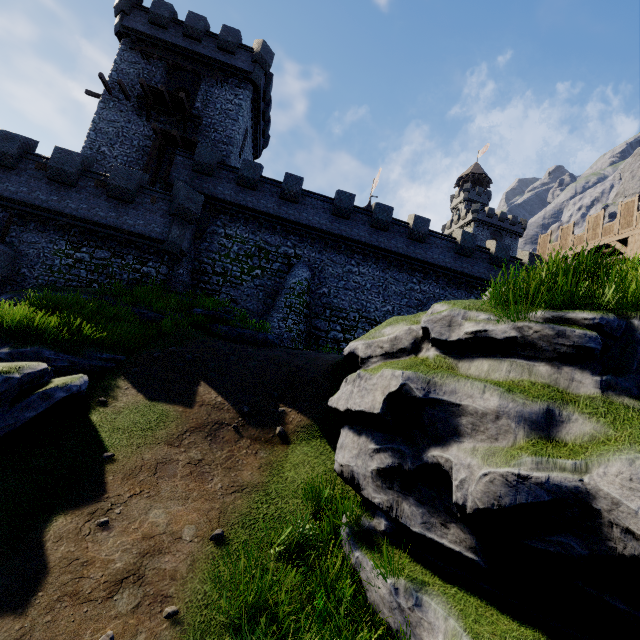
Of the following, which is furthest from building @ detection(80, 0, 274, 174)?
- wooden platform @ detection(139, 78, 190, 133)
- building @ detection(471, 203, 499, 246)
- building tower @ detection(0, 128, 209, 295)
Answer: building @ detection(471, 203, 499, 246)

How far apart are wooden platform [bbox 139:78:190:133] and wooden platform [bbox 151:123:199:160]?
1.29m

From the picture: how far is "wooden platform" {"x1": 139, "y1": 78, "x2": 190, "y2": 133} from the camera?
21.9 meters

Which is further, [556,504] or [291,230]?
[291,230]

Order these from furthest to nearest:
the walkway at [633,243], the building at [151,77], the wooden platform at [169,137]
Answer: the building at [151,77]
the wooden platform at [169,137]
the walkway at [633,243]

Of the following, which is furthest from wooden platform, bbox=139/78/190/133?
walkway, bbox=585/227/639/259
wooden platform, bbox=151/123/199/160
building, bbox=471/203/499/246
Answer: building, bbox=471/203/499/246

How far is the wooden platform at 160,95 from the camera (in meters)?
21.92

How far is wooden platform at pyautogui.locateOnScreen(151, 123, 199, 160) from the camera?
21.7m
